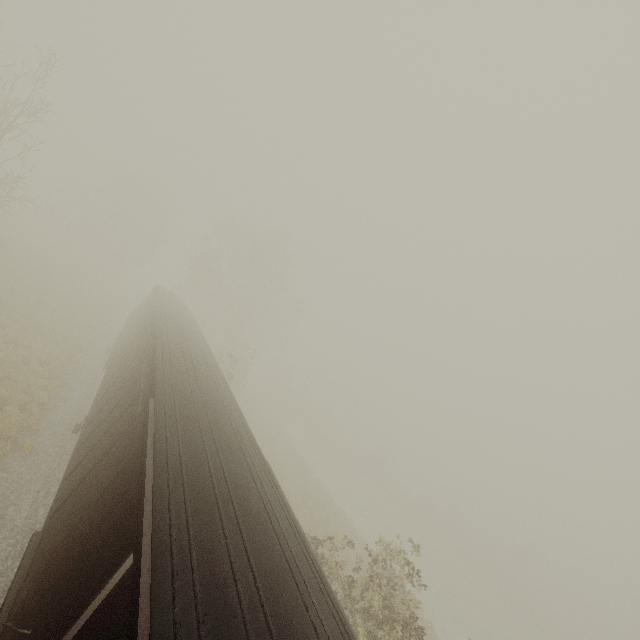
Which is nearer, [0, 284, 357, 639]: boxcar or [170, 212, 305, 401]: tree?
[0, 284, 357, 639]: boxcar

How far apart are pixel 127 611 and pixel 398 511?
52.6 meters

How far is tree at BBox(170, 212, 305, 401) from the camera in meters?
36.1 m

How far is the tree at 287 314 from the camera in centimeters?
3609cm

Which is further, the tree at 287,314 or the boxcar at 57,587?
the tree at 287,314
